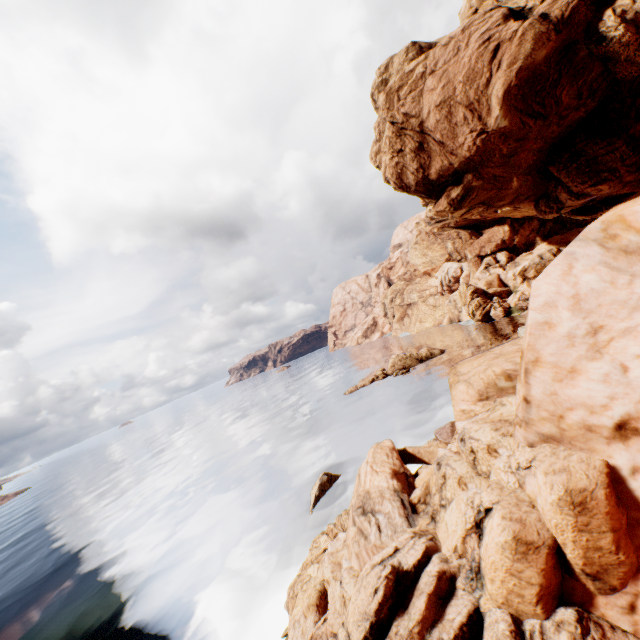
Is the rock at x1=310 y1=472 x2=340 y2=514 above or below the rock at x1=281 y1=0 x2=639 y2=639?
below

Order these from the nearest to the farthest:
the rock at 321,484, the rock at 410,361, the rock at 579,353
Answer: the rock at 579,353 → the rock at 321,484 → the rock at 410,361

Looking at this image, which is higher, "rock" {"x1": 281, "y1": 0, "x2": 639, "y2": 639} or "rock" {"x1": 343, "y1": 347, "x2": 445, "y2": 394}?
"rock" {"x1": 281, "y1": 0, "x2": 639, "y2": 639}

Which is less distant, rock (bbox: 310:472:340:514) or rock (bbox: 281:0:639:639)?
rock (bbox: 281:0:639:639)

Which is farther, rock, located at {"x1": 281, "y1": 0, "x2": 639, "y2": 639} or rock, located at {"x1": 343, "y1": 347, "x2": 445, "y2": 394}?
rock, located at {"x1": 343, "y1": 347, "x2": 445, "y2": 394}

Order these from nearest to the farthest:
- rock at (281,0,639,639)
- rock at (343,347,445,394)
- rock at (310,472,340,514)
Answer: rock at (281,0,639,639), rock at (310,472,340,514), rock at (343,347,445,394)

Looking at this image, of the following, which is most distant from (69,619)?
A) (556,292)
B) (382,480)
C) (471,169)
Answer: (471,169)

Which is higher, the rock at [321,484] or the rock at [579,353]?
the rock at [579,353]
